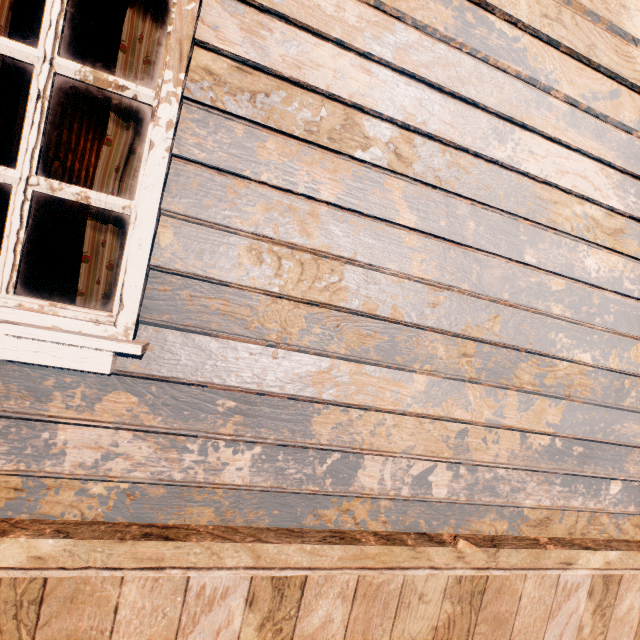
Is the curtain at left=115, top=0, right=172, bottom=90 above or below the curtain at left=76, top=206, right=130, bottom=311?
above

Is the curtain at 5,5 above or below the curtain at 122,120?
above

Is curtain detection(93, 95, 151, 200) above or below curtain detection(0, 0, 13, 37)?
below

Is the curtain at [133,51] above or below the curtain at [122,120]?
above

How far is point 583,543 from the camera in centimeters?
186cm

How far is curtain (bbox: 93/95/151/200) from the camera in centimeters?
129cm
